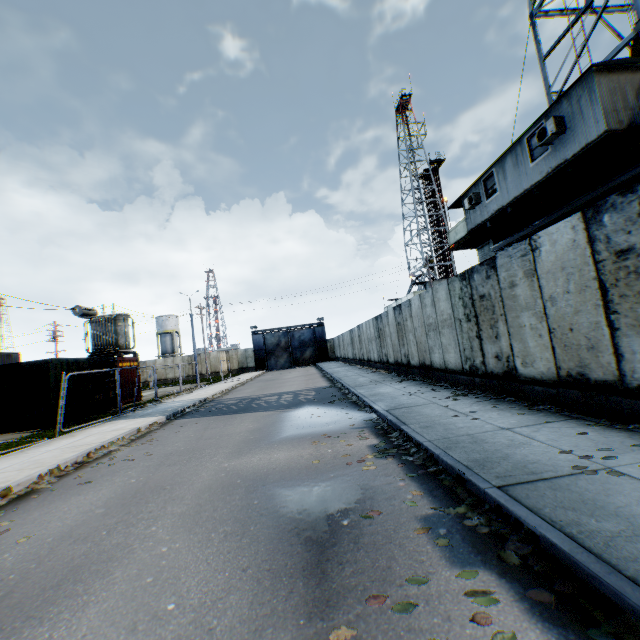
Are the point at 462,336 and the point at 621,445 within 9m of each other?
yes

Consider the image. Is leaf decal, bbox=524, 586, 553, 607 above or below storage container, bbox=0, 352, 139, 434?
below

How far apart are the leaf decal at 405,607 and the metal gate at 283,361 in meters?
46.0 m

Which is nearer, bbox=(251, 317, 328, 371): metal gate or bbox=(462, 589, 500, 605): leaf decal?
bbox=(462, 589, 500, 605): leaf decal

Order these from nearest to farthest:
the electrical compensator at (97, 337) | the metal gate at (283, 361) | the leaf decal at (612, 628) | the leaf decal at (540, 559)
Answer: the leaf decal at (612, 628)
the leaf decal at (540, 559)
the electrical compensator at (97, 337)
the metal gate at (283, 361)

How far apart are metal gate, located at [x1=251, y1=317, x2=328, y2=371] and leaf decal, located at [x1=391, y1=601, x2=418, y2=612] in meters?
46.0

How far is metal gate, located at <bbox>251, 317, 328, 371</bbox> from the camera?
48.1 meters

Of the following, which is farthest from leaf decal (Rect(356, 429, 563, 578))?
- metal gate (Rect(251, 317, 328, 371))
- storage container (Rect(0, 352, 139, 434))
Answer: metal gate (Rect(251, 317, 328, 371))
